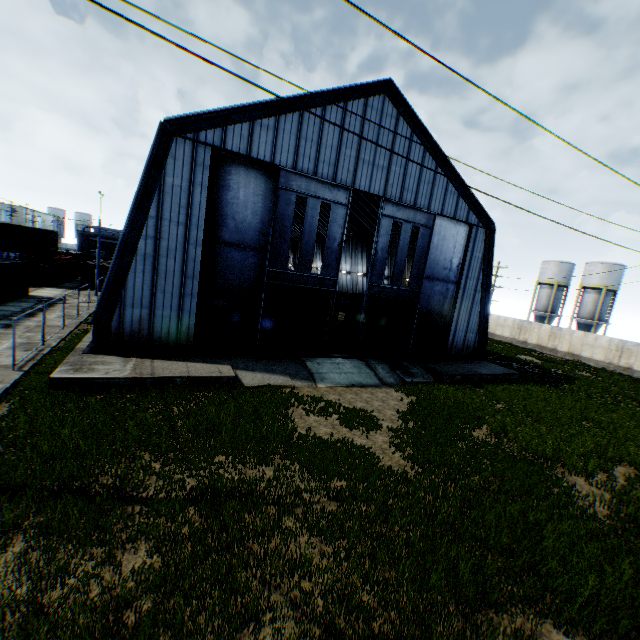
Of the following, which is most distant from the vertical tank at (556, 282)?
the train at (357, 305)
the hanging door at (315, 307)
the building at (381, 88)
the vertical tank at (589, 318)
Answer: the hanging door at (315, 307)

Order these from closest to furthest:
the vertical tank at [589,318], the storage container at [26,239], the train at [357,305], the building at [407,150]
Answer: the building at [407,150] < the storage container at [26,239] < the train at [357,305] < the vertical tank at [589,318]

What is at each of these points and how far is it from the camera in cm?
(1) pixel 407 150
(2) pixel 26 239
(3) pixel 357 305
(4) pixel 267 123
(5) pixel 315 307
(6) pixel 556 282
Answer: (1) building, 2050
(2) storage container, 3459
(3) train, 3403
(4) building, 1659
(5) hanging door, 1967
(6) vertical tank, 4603

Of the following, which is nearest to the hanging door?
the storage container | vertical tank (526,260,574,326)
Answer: the storage container

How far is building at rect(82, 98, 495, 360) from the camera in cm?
1510

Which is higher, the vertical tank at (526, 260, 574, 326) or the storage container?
the vertical tank at (526, 260, 574, 326)

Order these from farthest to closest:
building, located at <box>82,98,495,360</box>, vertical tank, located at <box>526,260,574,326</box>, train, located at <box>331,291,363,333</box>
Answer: vertical tank, located at <box>526,260,574,326</box> → train, located at <box>331,291,363,333</box> → building, located at <box>82,98,495,360</box>

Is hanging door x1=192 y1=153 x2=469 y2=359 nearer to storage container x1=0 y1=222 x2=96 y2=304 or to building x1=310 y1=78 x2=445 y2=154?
building x1=310 y1=78 x2=445 y2=154
